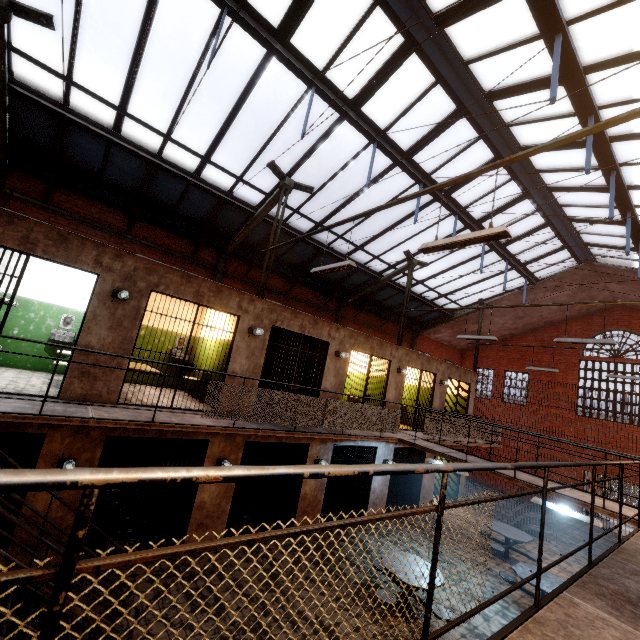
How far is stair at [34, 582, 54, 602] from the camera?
3.5 meters

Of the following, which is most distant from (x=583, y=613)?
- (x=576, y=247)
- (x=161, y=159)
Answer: (x=576, y=247)

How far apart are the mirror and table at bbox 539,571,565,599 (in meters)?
12.78

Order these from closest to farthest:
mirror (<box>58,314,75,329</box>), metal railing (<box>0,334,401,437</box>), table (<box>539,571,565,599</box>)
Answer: metal railing (<box>0,334,401,437</box>) < table (<box>539,571,565,599</box>) < mirror (<box>58,314,75,329</box>)

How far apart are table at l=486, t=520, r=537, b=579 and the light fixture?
11.07m

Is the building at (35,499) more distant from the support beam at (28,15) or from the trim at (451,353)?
the trim at (451,353)

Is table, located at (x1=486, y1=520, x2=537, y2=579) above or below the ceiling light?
below

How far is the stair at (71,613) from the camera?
3.7m
